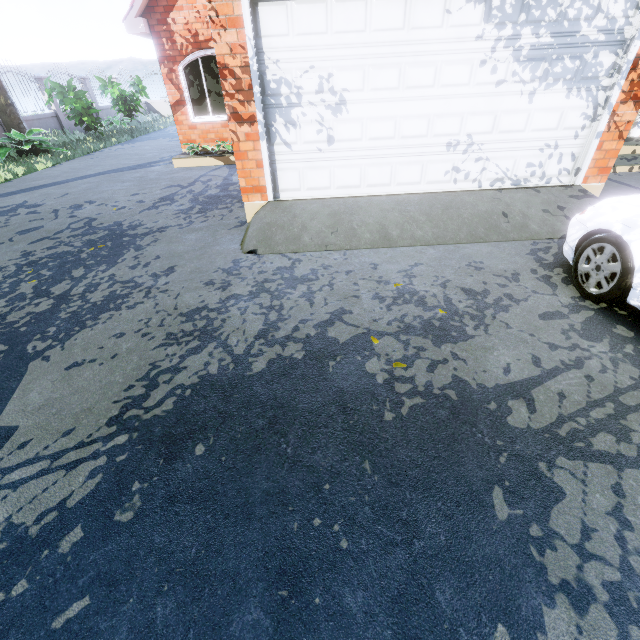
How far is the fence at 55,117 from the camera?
13.3m

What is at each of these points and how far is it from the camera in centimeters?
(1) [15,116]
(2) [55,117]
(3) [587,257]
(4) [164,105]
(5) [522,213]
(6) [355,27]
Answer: (1) tree, 1103cm
(2) fence, 1453cm
(3) car, 330cm
(4) fence, 2273cm
(5) garage entrance, 482cm
(6) garage door, 414cm

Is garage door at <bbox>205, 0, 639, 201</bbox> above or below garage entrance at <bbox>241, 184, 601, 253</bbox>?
above

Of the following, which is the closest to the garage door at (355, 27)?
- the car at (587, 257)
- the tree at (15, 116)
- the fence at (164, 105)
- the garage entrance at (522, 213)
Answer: the garage entrance at (522, 213)

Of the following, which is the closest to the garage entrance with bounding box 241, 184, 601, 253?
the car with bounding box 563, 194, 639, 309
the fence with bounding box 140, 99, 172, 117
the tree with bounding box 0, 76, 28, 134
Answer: the car with bounding box 563, 194, 639, 309

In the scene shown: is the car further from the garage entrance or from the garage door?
the garage door

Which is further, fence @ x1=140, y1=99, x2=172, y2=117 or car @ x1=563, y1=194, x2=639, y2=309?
fence @ x1=140, y1=99, x2=172, y2=117

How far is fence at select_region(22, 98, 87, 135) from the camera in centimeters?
1330cm
